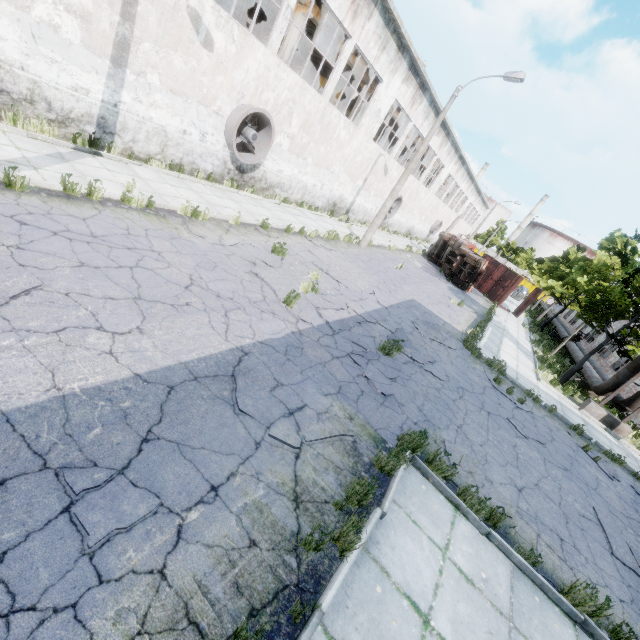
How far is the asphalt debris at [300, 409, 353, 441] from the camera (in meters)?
4.93

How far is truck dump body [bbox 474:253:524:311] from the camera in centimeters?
2827cm

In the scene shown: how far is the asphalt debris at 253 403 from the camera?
4.7 meters

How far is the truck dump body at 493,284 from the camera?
28.27m

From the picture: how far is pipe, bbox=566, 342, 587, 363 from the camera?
19.6m

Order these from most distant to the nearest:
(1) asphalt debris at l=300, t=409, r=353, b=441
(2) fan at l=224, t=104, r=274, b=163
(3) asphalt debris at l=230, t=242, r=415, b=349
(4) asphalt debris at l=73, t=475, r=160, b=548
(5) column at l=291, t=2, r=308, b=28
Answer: (5) column at l=291, t=2, r=308, b=28, (2) fan at l=224, t=104, r=274, b=163, (3) asphalt debris at l=230, t=242, r=415, b=349, (1) asphalt debris at l=300, t=409, r=353, b=441, (4) asphalt debris at l=73, t=475, r=160, b=548

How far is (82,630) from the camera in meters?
2.3 m

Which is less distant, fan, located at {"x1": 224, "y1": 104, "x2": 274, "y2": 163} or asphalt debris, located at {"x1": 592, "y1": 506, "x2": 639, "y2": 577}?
asphalt debris, located at {"x1": 592, "y1": 506, "x2": 639, "y2": 577}
